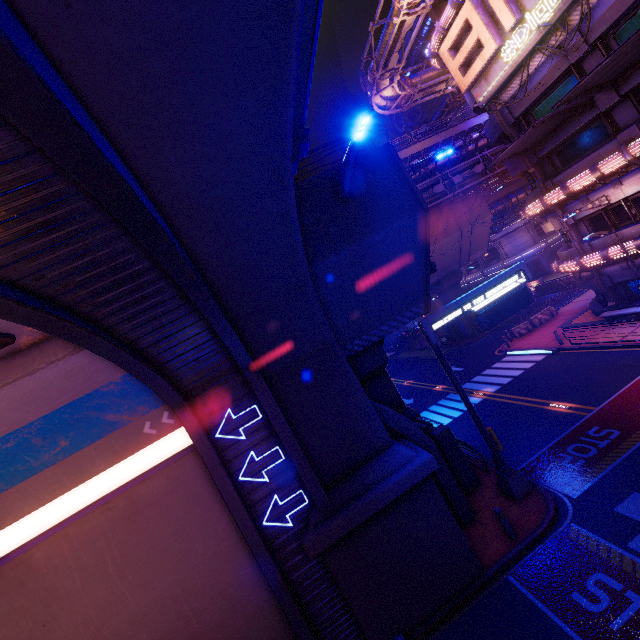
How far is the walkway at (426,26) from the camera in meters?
51.9 m

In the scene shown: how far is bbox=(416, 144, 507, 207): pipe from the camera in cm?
3028

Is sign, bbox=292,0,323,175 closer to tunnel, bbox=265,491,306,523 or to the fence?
tunnel, bbox=265,491,306,523

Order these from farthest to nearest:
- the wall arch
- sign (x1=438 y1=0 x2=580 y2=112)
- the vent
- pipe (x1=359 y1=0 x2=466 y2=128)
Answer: pipe (x1=359 y1=0 x2=466 y2=128) → sign (x1=438 y1=0 x2=580 y2=112) → the vent → the wall arch

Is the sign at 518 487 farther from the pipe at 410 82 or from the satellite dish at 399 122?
the satellite dish at 399 122

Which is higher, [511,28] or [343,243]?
[511,28]

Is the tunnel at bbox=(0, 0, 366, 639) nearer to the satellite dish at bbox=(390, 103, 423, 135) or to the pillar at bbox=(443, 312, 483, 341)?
the pillar at bbox=(443, 312, 483, 341)

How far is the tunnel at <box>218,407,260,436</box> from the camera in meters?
9.4
